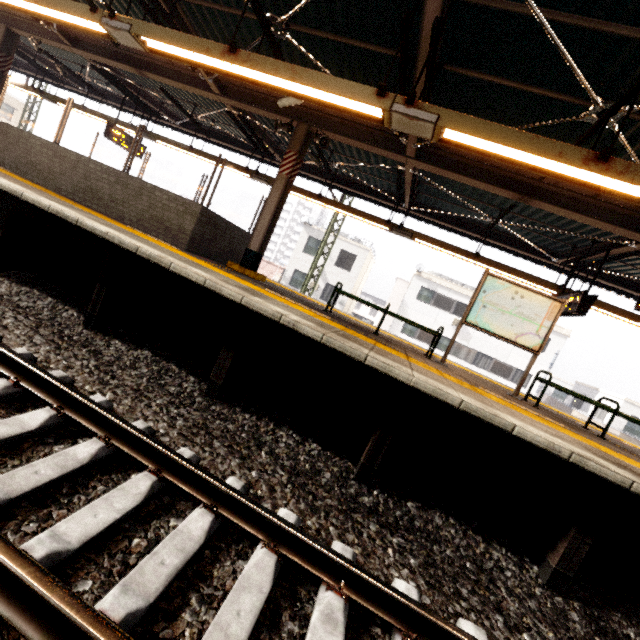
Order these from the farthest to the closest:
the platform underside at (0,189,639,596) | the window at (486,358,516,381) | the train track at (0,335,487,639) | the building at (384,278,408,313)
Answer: the building at (384,278,408,313) → the window at (486,358,516,381) → the platform underside at (0,189,639,596) → the train track at (0,335,487,639)

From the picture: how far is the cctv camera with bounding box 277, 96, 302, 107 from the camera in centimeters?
624cm

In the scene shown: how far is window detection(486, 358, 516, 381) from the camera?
24.54m

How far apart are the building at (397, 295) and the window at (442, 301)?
15.89m

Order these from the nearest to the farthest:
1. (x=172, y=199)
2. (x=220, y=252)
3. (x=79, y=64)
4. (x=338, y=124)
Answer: (x=172, y=199), (x=338, y=124), (x=220, y=252), (x=79, y=64)

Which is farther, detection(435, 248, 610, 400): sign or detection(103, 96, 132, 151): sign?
detection(103, 96, 132, 151): sign

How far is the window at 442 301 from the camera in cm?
2548

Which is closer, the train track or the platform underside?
the train track
